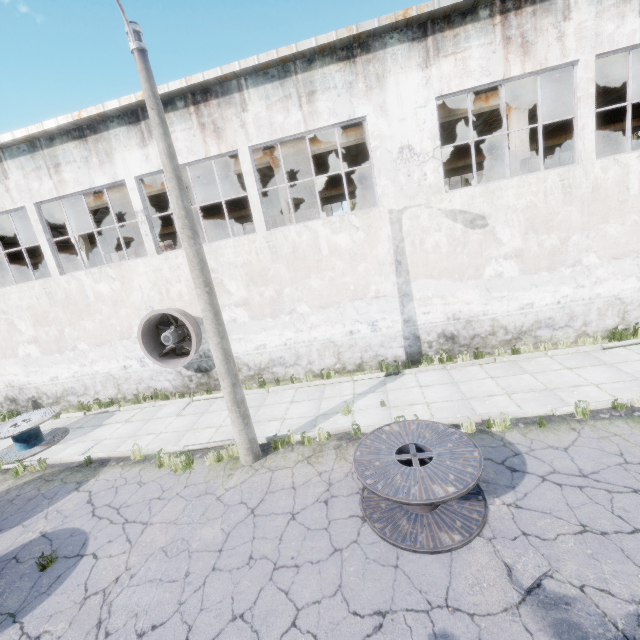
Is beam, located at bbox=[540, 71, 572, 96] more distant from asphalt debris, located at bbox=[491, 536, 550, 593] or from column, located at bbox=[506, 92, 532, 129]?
asphalt debris, located at bbox=[491, 536, 550, 593]

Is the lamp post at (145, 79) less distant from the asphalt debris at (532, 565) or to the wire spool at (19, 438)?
the asphalt debris at (532, 565)

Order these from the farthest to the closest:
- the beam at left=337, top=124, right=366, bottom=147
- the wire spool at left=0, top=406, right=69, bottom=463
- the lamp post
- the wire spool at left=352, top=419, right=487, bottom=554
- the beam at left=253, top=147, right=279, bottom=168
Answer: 1. the beam at left=253, top=147, right=279, bottom=168
2. the beam at left=337, top=124, right=366, bottom=147
3. the wire spool at left=0, top=406, right=69, bottom=463
4. the lamp post
5. the wire spool at left=352, top=419, right=487, bottom=554

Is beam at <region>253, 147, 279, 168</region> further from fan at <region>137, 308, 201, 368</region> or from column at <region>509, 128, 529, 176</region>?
fan at <region>137, 308, 201, 368</region>

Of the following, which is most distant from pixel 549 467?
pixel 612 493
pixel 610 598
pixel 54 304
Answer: pixel 54 304

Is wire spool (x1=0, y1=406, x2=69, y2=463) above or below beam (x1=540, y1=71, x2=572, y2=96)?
below

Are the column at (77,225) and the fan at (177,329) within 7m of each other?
yes

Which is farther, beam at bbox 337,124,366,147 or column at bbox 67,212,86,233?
column at bbox 67,212,86,233
